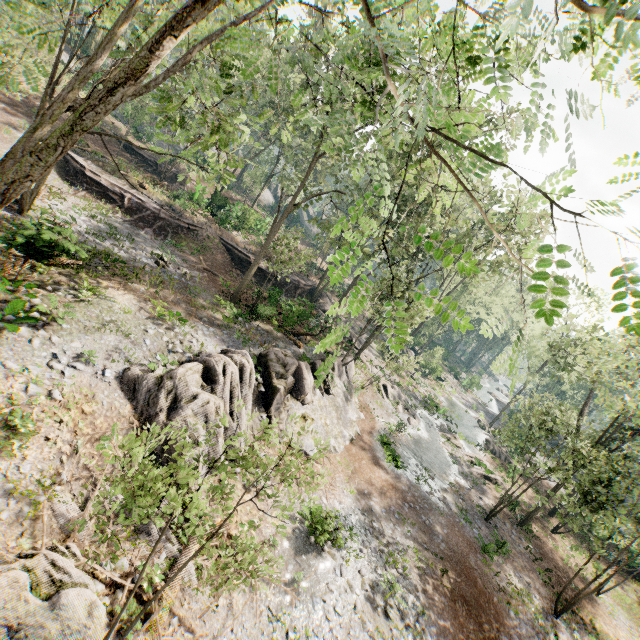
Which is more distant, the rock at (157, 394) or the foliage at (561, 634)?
the foliage at (561, 634)

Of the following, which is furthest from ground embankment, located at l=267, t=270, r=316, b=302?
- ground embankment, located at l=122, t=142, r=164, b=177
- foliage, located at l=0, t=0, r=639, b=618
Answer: ground embankment, located at l=122, t=142, r=164, b=177

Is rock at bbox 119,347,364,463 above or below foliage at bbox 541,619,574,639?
above

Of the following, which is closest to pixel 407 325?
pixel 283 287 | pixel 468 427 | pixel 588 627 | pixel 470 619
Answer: pixel 470 619

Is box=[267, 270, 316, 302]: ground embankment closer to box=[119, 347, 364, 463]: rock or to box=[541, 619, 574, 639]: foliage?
box=[541, 619, 574, 639]: foliage

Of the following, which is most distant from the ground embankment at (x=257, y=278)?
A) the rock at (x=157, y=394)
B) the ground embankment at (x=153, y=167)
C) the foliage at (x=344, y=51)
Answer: the ground embankment at (x=153, y=167)

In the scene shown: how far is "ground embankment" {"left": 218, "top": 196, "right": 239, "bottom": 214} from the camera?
32.5 meters

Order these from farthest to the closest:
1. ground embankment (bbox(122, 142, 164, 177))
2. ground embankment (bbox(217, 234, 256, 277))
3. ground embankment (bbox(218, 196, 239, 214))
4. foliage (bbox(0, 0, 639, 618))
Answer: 1. ground embankment (bbox(122, 142, 164, 177))
2. ground embankment (bbox(218, 196, 239, 214))
3. ground embankment (bbox(217, 234, 256, 277))
4. foliage (bbox(0, 0, 639, 618))
